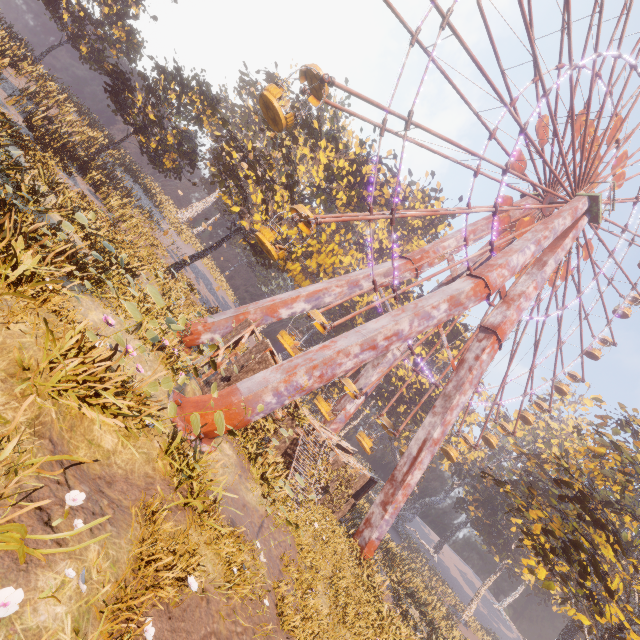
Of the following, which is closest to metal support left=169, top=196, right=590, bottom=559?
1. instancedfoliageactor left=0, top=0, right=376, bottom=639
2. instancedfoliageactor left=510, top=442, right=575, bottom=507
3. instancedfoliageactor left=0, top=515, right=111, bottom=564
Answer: instancedfoliageactor left=0, top=0, right=376, bottom=639

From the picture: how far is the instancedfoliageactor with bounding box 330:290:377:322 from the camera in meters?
46.0 m

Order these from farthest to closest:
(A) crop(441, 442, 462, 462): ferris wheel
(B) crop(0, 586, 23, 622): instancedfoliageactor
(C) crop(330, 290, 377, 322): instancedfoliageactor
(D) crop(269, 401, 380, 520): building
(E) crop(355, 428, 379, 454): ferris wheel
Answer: (C) crop(330, 290, 377, 322): instancedfoliageactor → (A) crop(441, 442, 462, 462): ferris wheel → (E) crop(355, 428, 379, 454): ferris wheel → (D) crop(269, 401, 380, 520): building → (B) crop(0, 586, 23, 622): instancedfoliageactor

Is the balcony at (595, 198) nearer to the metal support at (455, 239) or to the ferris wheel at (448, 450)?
the metal support at (455, 239)

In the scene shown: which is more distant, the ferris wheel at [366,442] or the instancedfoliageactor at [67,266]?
the ferris wheel at [366,442]

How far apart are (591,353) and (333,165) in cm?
4876

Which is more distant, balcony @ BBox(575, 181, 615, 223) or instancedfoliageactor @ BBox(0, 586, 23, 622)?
balcony @ BBox(575, 181, 615, 223)

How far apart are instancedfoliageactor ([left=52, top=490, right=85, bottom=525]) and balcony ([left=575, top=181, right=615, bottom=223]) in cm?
2941
